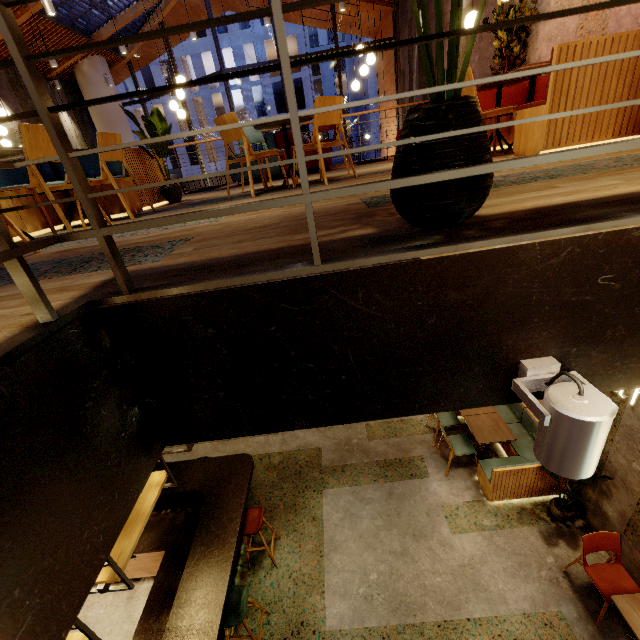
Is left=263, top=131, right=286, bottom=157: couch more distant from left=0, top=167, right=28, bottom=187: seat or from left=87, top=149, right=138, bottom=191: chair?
left=87, top=149, right=138, bottom=191: chair

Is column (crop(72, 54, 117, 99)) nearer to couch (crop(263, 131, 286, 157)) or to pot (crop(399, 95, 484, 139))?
couch (crop(263, 131, 286, 157))

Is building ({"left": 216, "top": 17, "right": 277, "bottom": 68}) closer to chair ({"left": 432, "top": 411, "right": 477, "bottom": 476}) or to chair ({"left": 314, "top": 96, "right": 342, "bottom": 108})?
chair ({"left": 314, "top": 96, "right": 342, "bottom": 108})

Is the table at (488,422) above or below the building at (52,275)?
below

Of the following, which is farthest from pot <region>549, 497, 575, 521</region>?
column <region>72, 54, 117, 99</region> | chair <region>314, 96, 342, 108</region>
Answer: column <region>72, 54, 117, 99</region>

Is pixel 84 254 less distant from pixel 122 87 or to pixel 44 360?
pixel 44 360

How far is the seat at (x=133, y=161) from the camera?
4.4 meters

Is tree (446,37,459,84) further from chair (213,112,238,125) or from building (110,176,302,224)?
chair (213,112,238,125)
